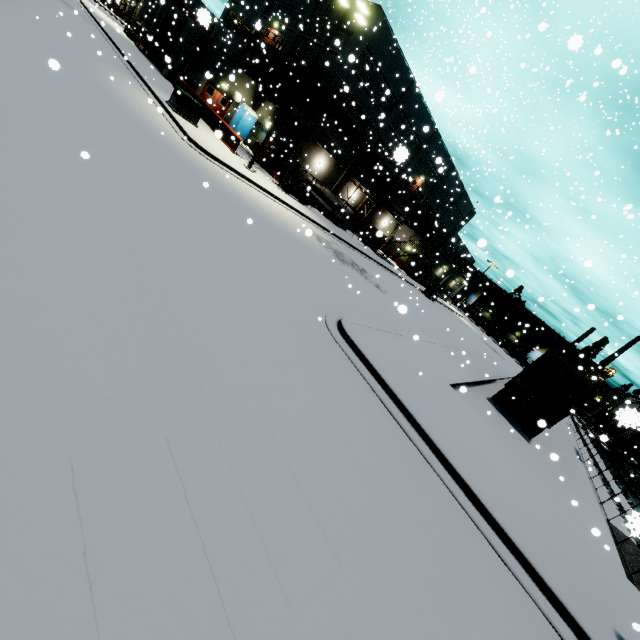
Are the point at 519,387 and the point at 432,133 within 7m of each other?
no

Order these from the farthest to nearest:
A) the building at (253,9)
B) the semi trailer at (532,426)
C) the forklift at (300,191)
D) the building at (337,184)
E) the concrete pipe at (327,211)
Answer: the concrete pipe at (327,211)
the building at (337,184)
the building at (253,9)
the forklift at (300,191)
the semi trailer at (532,426)

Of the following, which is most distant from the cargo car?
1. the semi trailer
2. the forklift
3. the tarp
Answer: the forklift

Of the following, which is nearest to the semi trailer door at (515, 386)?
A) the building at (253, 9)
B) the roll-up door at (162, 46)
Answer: the building at (253, 9)

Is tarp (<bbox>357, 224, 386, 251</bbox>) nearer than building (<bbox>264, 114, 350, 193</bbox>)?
Yes

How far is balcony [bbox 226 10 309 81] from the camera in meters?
25.6 m

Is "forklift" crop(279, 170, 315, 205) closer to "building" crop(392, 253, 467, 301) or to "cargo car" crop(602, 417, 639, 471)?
"building" crop(392, 253, 467, 301)

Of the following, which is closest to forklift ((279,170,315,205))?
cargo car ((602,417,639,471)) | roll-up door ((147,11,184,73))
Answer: roll-up door ((147,11,184,73))
